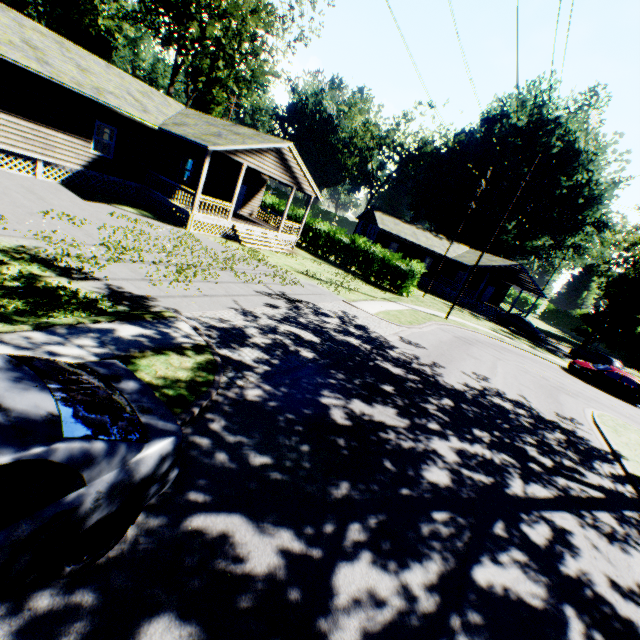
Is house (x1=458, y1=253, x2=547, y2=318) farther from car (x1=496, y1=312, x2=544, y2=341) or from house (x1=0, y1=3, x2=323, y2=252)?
house (x1=0, y1=3, x2=323, y2=252)

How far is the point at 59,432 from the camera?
2.6 meters

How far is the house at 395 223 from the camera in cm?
3850

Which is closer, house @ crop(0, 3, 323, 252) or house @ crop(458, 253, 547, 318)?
house @ crop(0, 3, 323, 252)

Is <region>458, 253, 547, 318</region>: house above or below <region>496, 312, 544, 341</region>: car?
above

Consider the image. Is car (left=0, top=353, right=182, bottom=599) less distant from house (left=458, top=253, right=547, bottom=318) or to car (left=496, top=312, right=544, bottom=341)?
house (left=458, top=253, right=547, bottom=318)

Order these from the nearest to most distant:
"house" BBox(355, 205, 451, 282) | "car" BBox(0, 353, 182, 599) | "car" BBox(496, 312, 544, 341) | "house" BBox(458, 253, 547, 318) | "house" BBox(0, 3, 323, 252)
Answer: "car" BBox(0, 353, 182, 599) < "house" BBox(0, 3, 323, 252) < "car" BBox(496, 312, 544, 341) < "house" BBox(458, 253, 547, 318) < "house" BBox(355, 205, 451, 282)

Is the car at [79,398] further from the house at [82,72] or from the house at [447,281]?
the house at [447,281]
